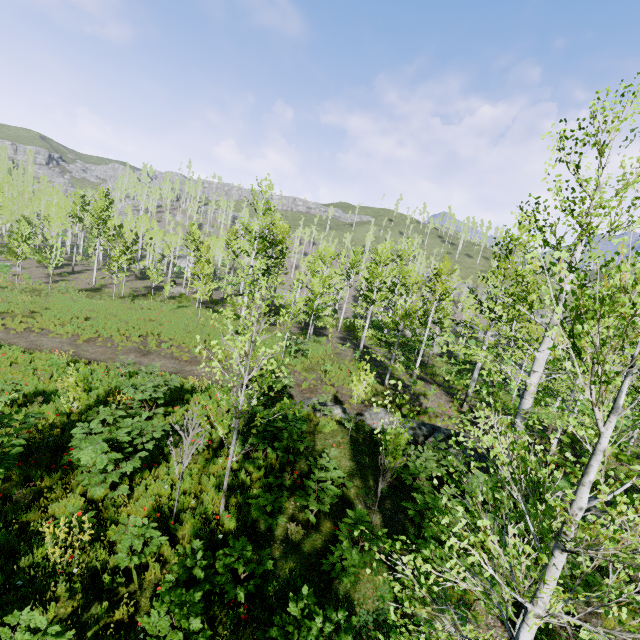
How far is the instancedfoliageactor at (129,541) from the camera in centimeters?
530cm

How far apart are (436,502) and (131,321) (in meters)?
23.62

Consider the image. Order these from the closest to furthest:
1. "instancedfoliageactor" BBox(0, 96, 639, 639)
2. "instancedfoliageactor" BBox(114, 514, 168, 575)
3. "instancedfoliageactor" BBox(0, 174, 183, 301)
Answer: "instancedfoliageactor" BBox(0, 96, 639, 639), "instancedfoliageactor" BBox(114, 514, 168, 575), "instancedfoliageactor" BBox(0, 174, 183, 301)

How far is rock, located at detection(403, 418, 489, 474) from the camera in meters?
11.3

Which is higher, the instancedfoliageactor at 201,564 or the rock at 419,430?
the instancedfoliageactor at 201,564

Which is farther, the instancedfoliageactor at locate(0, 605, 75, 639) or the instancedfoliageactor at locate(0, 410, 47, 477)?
the instancedfoliageactor at locate(0, 410, 47, 477)

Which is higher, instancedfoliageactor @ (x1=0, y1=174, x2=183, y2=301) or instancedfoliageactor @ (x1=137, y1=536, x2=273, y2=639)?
instancedfoliageactor @ (x1=0, y1=174, x2=183, y2=301)
